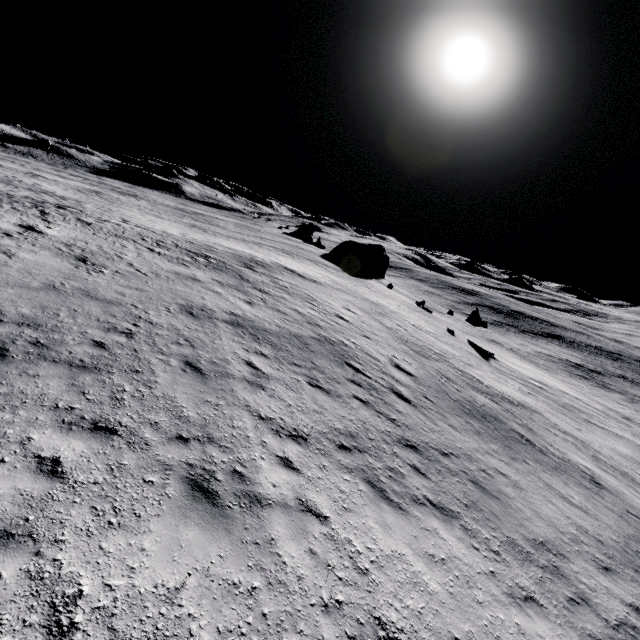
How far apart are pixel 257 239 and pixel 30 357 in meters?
50.4

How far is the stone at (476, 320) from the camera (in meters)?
40.47

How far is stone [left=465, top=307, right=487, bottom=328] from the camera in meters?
40.5 m
